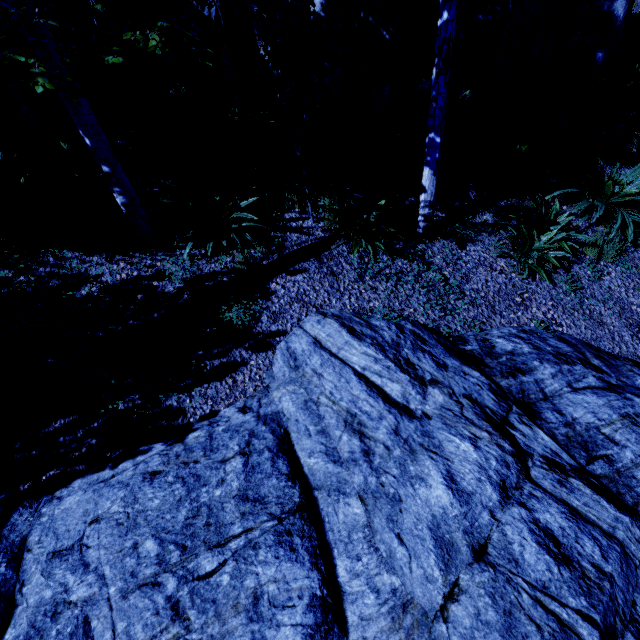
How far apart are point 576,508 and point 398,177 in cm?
513

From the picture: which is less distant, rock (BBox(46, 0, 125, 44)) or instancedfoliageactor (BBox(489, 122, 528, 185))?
rock (BBox(46, 0, 125, 44))

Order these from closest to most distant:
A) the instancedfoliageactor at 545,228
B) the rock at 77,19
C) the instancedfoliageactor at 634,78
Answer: the rock at 77,19
the instancedfoliageactor at 545,228
the instancedfoliageactor at 634,78

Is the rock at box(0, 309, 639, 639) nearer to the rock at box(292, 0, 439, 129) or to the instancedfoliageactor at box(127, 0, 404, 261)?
the instancedfoliageactor at box(127, 0, 404, 261)

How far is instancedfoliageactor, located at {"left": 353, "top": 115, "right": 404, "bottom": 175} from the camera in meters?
5.6

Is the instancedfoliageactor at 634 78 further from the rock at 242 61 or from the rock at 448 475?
the rock at 448 475

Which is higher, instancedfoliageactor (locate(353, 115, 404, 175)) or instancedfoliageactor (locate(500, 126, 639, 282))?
instancedfoliageactor (locate(353, 115, 404, 175))

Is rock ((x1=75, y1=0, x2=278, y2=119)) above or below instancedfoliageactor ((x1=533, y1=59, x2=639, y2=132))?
above
